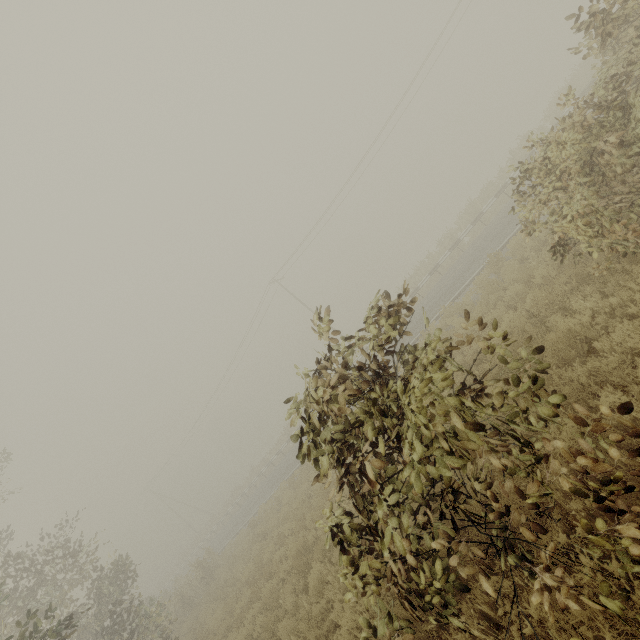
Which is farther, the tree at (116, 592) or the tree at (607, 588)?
the tree at (116, 592)

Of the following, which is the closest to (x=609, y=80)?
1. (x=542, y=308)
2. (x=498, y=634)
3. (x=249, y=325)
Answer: (x=542, y=308)

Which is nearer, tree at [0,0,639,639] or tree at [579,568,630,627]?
tree at [579,568,630,627]

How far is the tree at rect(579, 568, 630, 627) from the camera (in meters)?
2.27

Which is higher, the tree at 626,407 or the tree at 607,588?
the tree at 626,407

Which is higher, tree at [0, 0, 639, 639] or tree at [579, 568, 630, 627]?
tree at [0, 0, 639, 639]
